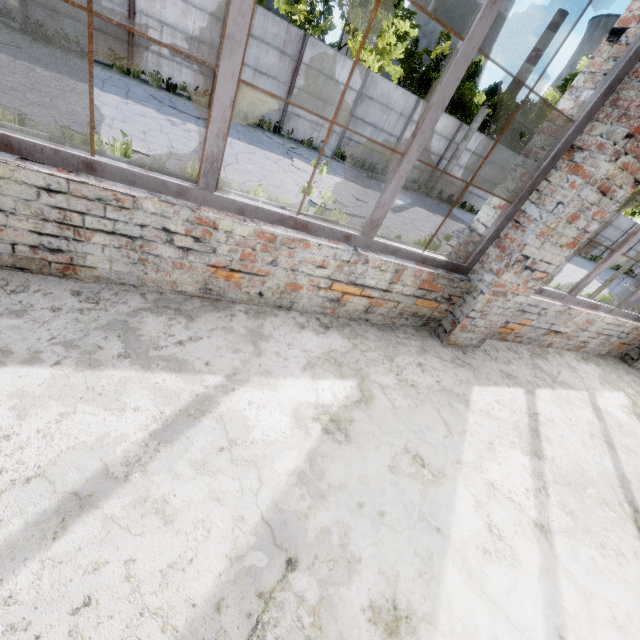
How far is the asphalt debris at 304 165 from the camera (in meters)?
11.60

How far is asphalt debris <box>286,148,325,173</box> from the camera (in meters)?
11.60

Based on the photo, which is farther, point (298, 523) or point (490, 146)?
point (490, 146)
